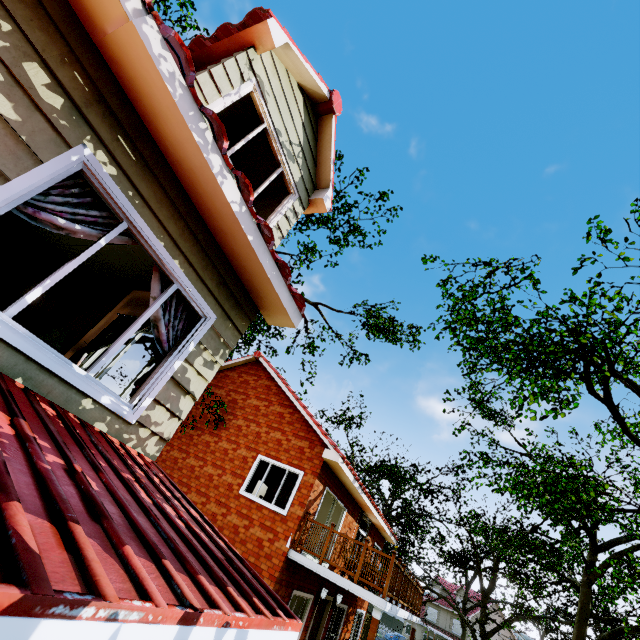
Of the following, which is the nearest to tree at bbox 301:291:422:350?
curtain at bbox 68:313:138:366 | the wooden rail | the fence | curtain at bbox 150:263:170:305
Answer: the fence

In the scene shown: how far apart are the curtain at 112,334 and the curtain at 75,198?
2.0m

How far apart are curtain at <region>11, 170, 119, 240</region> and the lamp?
2.8m

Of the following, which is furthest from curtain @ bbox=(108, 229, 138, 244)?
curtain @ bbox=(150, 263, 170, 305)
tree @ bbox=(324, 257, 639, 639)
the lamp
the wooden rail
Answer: the wooden rail

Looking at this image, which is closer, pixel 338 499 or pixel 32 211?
pixel 32 211

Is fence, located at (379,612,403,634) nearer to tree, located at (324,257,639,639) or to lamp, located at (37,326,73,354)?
tree, located at (324,257,639,639)

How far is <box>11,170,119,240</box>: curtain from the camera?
2.4 meters

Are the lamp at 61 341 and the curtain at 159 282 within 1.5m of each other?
no
